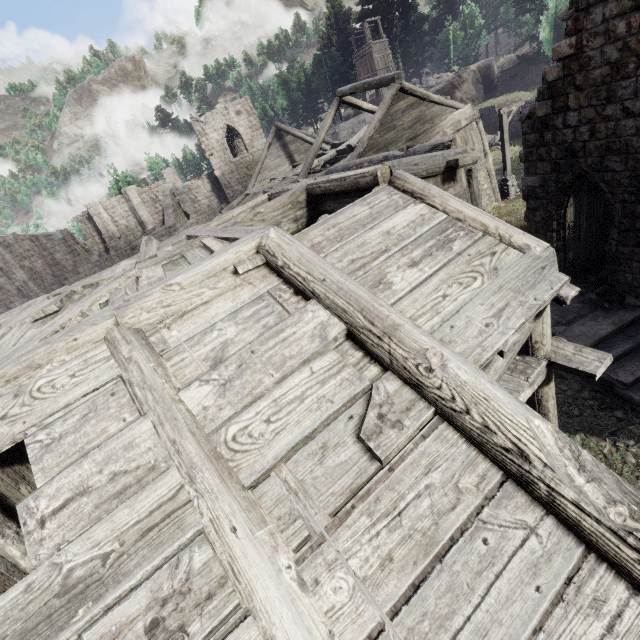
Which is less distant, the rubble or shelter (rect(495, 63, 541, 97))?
the rubble

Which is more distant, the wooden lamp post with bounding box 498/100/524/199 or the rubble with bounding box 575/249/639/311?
the wooden lamp post with bounding box 498/100/524/199

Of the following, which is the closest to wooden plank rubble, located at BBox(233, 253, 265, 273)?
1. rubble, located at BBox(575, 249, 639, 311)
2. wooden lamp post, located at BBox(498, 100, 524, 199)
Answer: rubble, located at BBox(575, 249, 639, 311)

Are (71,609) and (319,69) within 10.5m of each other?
no

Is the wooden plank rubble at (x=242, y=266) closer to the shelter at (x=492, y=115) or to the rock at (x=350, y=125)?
the shelter at (x=492, y=115)

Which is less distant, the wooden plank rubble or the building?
the building

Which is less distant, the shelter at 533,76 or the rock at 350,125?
the shelter at 533,76

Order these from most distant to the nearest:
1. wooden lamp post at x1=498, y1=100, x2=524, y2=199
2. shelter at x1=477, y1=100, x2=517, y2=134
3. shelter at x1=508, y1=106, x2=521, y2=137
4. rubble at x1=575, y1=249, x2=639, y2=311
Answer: shelter at x1=477, y1=100, x2=517, y2=134 < shelter at x1=508, y1=106, x2=521, y2=137 < wooden lamp post at x1=498, y1=100, x2=524, y2=199 < rubble at x1=575, y1=249, x2=639, y2=311
